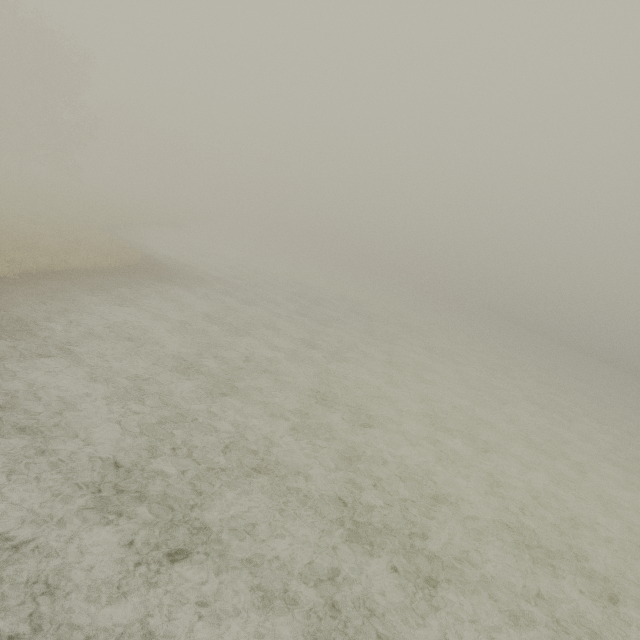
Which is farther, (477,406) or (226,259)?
(226,259)
